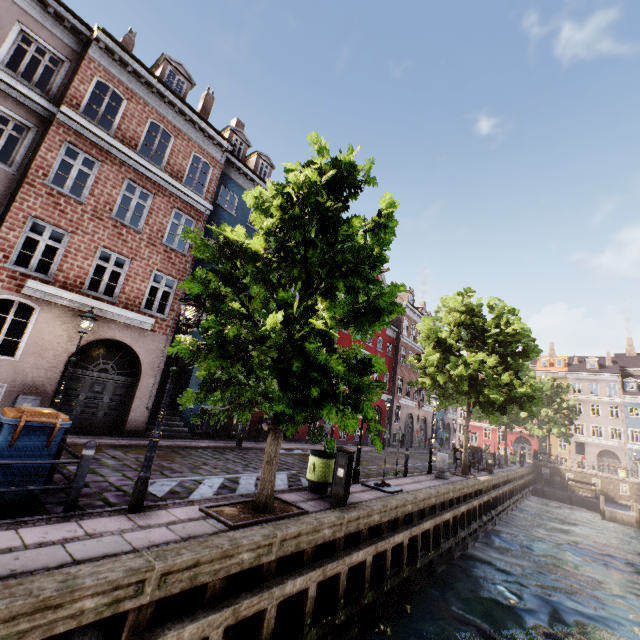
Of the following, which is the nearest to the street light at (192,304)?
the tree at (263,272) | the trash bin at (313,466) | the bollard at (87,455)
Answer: the tree at (263,272)

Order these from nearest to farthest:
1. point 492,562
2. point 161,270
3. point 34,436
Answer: point 34,436
point 492,562
point 161,270

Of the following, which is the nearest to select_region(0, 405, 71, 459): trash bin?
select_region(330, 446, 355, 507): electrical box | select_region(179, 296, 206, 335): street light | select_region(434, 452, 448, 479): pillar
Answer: select_region(179, 296, 206, 335): street light

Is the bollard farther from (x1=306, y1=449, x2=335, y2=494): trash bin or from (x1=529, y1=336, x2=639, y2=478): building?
(x1=529, y1=336, x2=639, y2=478): building

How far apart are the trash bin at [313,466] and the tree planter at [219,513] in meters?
1.3 m

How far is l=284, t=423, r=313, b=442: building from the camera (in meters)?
19.66

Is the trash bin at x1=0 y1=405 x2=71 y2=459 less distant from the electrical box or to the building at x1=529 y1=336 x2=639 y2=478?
the electrical box
